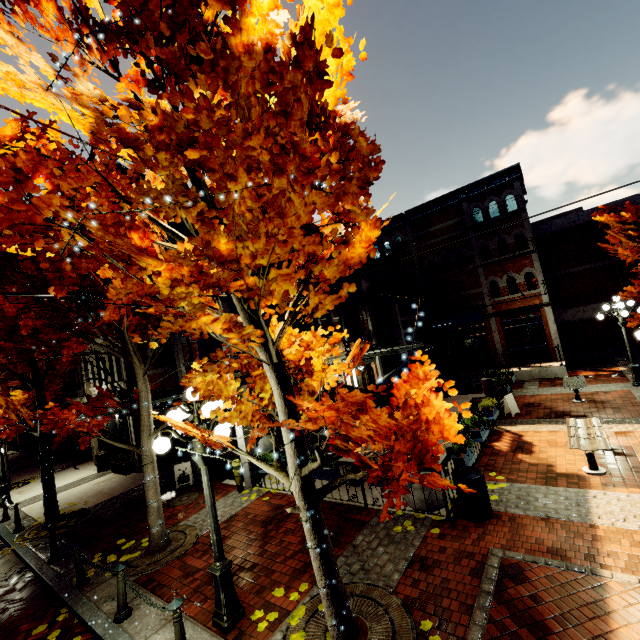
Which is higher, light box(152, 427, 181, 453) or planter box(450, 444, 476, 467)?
light box(152, 427, 181, 453)

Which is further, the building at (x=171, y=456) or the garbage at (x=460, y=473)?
the building at (x=171, y=456)

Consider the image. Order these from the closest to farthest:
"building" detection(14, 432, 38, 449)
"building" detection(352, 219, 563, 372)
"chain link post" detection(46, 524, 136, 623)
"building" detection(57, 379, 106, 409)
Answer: "chain link post" detection(46, 524, 136, 623), "building" detection(57, 379, 106, 409), "building" detection(352, 219, 563, 372), "building" detection(14, 432, 38, 449)

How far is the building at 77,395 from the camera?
16.42m

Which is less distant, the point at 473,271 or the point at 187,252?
the point at 187,252

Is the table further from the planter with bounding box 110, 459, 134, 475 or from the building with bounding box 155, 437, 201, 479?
the planter with bounding box 110, 459, 134, 475

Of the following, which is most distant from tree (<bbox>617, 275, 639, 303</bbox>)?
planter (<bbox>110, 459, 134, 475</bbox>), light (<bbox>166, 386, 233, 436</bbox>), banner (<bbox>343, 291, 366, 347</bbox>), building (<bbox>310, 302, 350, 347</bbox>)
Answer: banner (<bbox>343, 291, 366, 347</bbox>)

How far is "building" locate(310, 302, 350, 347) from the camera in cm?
1493
